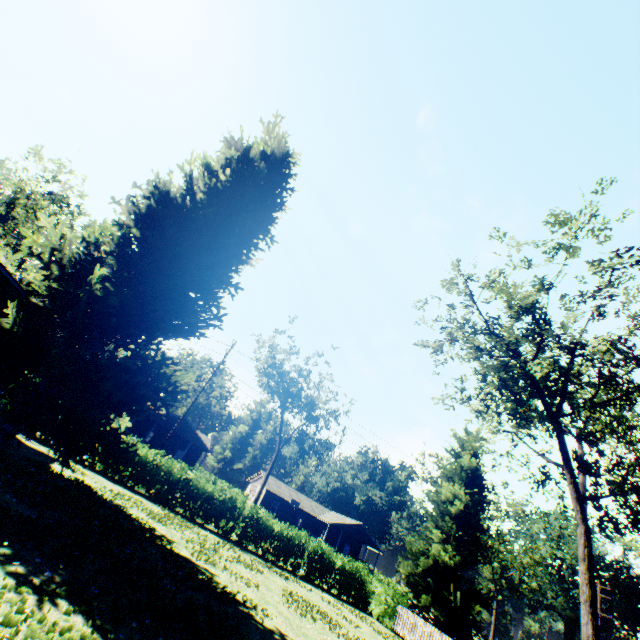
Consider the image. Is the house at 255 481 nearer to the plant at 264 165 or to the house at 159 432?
the house at 159 432

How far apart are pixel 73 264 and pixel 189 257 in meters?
3.8 m

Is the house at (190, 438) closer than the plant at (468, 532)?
No

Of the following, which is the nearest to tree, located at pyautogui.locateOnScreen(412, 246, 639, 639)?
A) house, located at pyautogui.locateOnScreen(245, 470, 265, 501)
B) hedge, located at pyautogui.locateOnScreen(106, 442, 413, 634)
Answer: hedge, located at pyautogui.locateOnScreen(106, 442, 413, 634)

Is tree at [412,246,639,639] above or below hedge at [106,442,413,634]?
above

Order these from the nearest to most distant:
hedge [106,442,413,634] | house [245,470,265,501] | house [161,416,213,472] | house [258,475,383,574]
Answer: hedge [106,442,413,634], house [161,416,213,472], house [258,475,383,574], house [245,470,265,501]

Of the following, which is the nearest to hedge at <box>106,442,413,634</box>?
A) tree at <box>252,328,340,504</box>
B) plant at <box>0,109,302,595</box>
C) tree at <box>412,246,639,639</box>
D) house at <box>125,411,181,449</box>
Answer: plant at <box>0,109,302,595</box>

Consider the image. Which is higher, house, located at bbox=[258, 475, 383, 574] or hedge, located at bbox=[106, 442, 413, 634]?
house, located at bbox=[258, 475, 383, 574]
